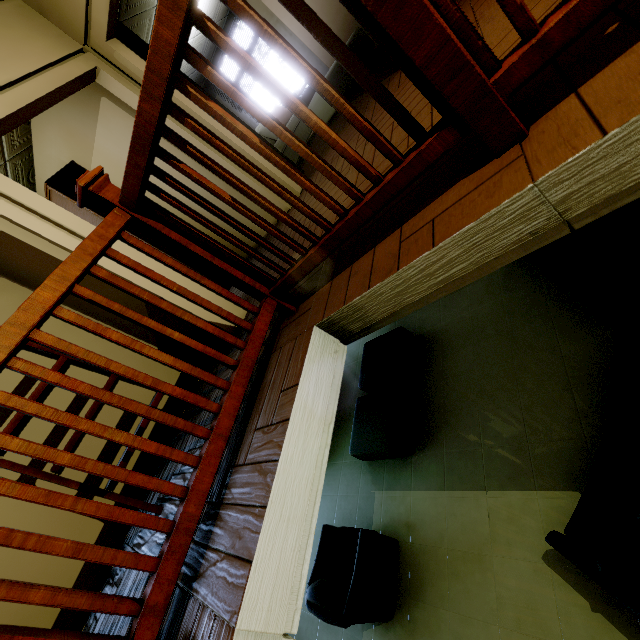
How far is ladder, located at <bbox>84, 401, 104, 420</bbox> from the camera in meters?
1.9 m

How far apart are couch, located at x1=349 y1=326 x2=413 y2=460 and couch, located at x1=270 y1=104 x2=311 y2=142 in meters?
3.0 m

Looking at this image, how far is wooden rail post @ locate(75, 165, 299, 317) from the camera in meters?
1.3

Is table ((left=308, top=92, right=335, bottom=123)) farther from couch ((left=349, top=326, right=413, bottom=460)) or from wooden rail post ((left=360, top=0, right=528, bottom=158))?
wooden rail post ((left=360, top=0, right=528, bottom=158))

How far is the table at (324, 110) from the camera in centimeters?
436cm

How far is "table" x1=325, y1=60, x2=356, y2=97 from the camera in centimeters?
404cm

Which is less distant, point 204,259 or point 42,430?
point 204,259

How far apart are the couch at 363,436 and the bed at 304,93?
4.9 meters
